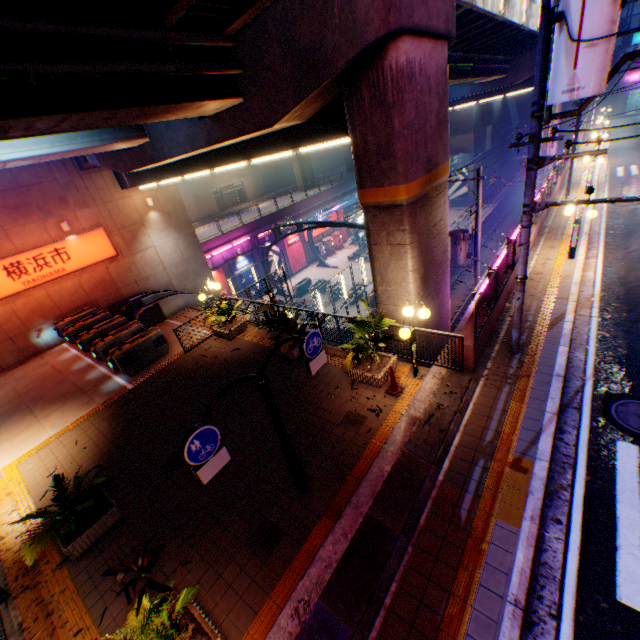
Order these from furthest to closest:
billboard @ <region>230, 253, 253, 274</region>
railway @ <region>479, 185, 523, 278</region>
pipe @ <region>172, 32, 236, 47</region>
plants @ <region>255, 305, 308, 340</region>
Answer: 1. railway @ <region>479, 185, 523, 278</region>
2. billboard @ <region>230, 253, 253, 274</region>
3. plants @ <region>255, 305, 308, 340</region>
4. pipe @ <region>172, 32, 236, 47</region>

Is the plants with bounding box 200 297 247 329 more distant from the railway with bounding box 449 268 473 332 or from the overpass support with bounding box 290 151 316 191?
the railway with bounding box 449 268 473 332

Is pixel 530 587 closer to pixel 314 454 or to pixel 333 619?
pixel 333 619

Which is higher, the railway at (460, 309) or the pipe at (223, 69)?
the pipe at (223, 69)

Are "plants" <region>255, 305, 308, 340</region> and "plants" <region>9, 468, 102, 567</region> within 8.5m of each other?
yes

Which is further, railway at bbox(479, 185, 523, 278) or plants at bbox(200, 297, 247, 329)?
railway at bbox(479, 185, 523, 278)

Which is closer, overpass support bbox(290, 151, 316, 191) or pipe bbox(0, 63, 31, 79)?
pipe bbox(0, 63, 31, 79)

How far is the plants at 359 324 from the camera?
8.29m
